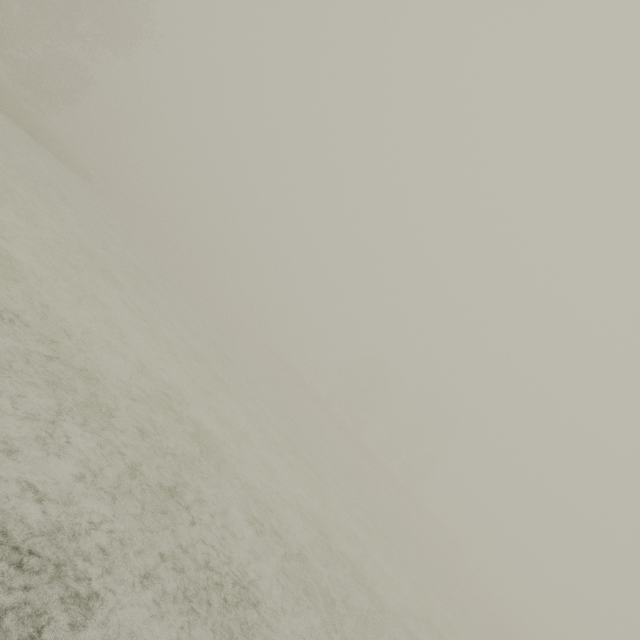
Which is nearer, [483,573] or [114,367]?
[114,367]
